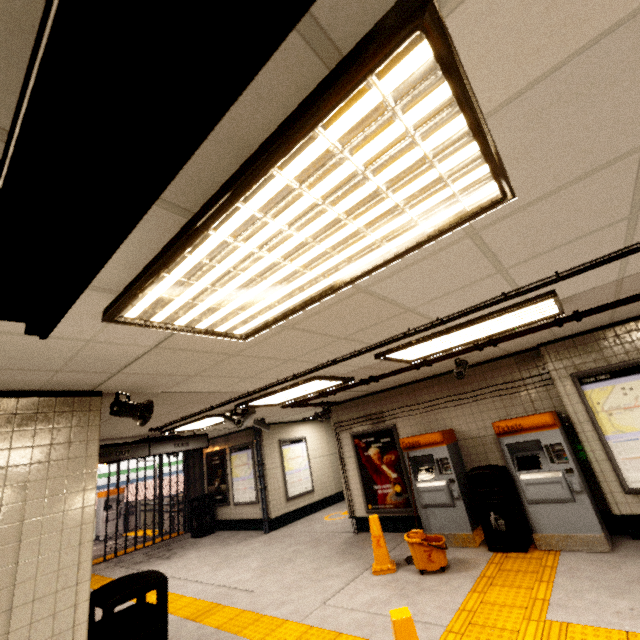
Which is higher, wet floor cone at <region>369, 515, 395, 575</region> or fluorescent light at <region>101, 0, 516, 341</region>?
fluorescent light at <region>101, 0, 516, 341</region>

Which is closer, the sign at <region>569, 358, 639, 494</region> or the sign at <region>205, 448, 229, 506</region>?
the sign at <region>569, 358, 639, 494</region>

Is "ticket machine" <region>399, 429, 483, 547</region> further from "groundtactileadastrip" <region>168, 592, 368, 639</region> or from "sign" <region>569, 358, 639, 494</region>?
"sign" <region>569, 358, 639, 494</region>

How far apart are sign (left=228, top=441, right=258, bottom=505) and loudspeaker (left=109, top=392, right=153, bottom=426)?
7.20m

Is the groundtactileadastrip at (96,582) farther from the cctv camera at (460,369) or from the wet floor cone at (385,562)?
the cctv camera at (460,369)

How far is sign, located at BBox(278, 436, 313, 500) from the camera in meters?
10.2

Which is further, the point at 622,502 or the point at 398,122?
the point at 622,502

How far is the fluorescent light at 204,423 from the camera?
6.40m
